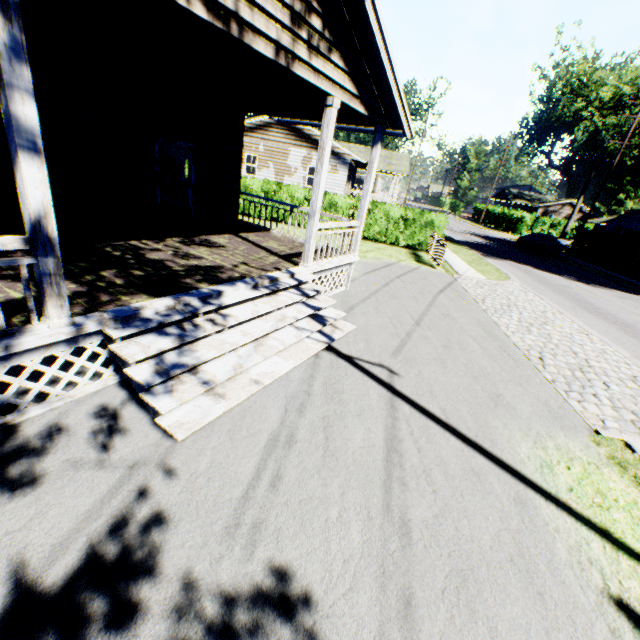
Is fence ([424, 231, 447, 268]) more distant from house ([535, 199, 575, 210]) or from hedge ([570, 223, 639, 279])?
house ([535, 199, 575, 210])

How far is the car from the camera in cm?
2777

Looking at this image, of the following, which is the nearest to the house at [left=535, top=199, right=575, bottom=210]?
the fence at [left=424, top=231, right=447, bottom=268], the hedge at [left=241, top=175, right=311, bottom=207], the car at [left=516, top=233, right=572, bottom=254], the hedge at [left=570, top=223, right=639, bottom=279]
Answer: the car at [left=516, top=233, right=572, bottom=254]

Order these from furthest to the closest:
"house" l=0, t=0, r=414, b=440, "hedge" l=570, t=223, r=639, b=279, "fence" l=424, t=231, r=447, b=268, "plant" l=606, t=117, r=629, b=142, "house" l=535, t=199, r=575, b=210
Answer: "house" l=535, t=199, r=575, b=210 → "plant" l=606, t=117, r=629, b=142 → "hedge" l=570, t=223, r=639, b=279 → "fence" l=424, t=231, r=447, b=268 → "house" l=0, t=0, r=414, b=440

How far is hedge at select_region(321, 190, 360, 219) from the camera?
17.9 meters

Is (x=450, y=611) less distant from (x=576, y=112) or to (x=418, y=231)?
(x=418, y=231)

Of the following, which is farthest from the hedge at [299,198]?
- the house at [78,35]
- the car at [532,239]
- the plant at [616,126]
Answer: the plant at [616,126]

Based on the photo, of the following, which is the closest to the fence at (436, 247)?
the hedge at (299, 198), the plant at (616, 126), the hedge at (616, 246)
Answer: the hedge at (299, 198)
